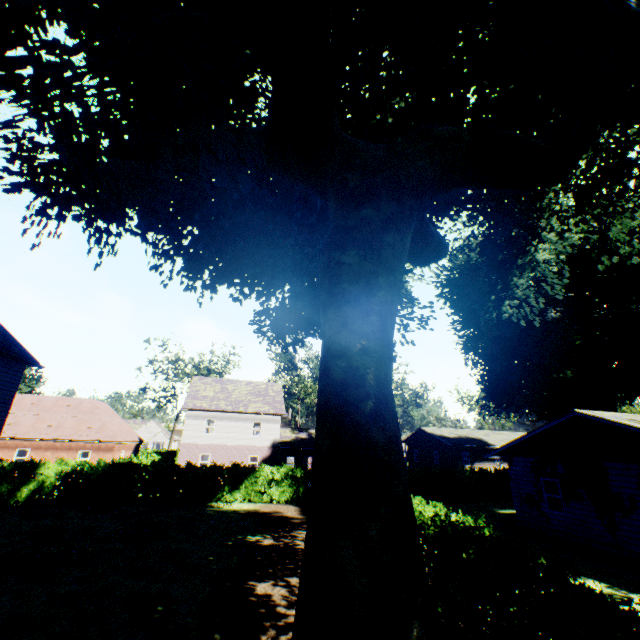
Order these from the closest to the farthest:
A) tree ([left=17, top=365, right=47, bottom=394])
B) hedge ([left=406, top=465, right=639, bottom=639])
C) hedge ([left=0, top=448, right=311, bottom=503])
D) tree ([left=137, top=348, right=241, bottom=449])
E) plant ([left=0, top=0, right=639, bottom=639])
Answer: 1. hedge ([left=406, top=465, right=639, bottom=639])
2. plant ([left=0, top=0, right=639, bottom=639])
3. hedge ([left=0, top=448, right=311, bottom=503])
4. tree ([left=17, top=365, right=47, bottom=394])
5. tree ([left=137, top=348, right=241, bottom=449])

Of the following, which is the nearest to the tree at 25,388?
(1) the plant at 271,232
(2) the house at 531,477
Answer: (1) the plant at 271,232

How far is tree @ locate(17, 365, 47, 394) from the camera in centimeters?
4247cm

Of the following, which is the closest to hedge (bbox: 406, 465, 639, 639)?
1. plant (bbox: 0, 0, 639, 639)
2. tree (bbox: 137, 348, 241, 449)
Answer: tree (bbox: 137, 348, 241, 449)

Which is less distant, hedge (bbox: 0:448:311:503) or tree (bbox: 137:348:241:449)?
hedge (bbox: 0:448:311:503)

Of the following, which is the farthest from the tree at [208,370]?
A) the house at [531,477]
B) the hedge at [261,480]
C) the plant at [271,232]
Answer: the house at [531,477]

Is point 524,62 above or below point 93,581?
above

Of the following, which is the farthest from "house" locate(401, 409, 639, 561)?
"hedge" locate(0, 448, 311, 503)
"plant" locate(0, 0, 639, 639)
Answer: "hedge" locate(0, 448, 311, 503)
